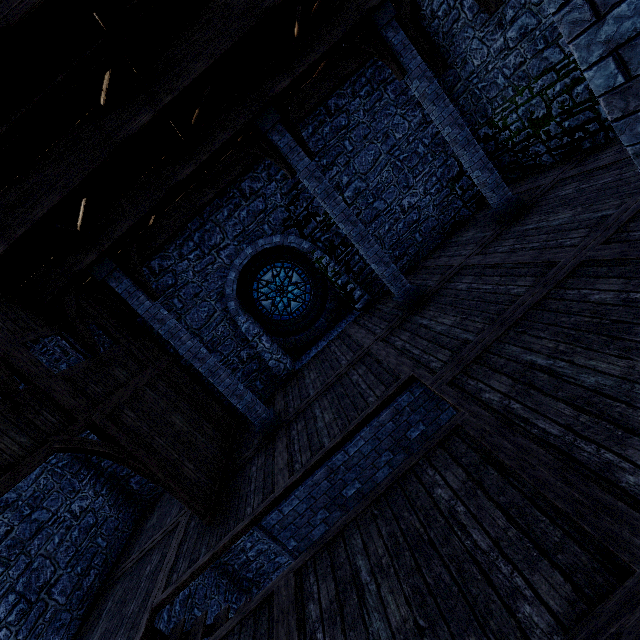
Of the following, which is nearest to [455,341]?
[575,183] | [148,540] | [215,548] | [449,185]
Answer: [575,183]

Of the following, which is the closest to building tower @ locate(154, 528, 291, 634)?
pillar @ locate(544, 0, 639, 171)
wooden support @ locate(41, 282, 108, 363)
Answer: wooden support @ locate(41, 282, 108, 363)

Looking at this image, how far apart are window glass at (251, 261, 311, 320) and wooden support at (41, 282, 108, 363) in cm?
491

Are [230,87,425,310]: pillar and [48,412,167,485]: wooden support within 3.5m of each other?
no

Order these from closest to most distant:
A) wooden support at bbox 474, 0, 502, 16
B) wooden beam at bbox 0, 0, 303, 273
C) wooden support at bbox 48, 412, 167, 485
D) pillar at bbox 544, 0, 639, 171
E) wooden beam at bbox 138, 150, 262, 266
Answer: pillar at bbox 544, 0, 639, 171, wooden beam at bbox 0, 0, 303, 273, wooden support at bbox 48, 412, 167, 485, wooden support at bbox 474, 0, 502, 16, wooden beam at bbox 138, 150, 262, 266

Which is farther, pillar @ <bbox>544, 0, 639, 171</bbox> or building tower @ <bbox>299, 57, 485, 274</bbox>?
building tower @ <bbox>299, 57, 485, 274</bbox>

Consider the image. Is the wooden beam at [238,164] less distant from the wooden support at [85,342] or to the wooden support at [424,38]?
the wooden support at [424,38]

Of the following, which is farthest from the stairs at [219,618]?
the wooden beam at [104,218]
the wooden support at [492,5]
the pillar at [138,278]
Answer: the wooden support at [492,5]
